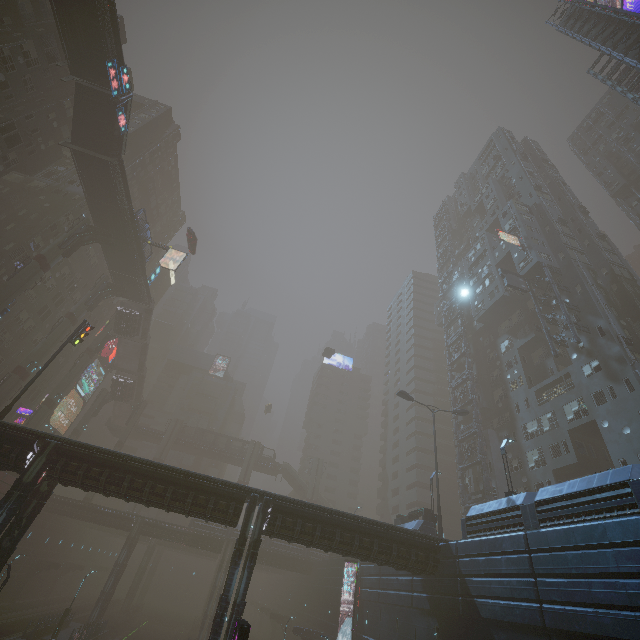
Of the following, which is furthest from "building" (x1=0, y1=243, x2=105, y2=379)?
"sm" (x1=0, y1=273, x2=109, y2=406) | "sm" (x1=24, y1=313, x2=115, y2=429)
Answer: "sm" (x1=0, y1=273, x2=109, y2=406)

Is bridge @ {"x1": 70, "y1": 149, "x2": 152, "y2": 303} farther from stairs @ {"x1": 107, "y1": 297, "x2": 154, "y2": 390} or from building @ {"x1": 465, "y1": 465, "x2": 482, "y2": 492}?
building @ {"x1": 465, "y1": 465, "x2": 482, "y2": 492}

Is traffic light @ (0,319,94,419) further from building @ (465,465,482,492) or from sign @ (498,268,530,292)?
sign @ (498,268,530,292)

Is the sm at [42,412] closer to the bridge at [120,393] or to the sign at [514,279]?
the bridge at [120,393]

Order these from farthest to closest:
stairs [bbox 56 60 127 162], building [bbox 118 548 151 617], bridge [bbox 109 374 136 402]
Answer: bridge [bbox 109 374 136 402] → building [bbox 118 548 151 617] → stairs [bbox 56 60 127 162]

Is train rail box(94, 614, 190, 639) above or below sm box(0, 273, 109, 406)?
below

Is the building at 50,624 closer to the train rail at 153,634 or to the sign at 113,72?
the train rail at 153,634

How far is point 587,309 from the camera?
33.2m
